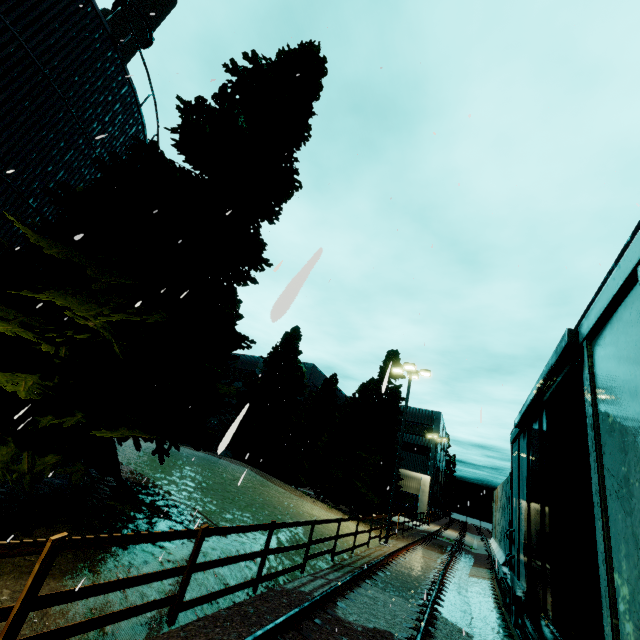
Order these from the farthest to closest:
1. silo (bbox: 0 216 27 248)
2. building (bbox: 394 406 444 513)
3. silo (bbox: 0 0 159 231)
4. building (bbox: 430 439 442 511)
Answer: building (bbox: 430 439 442 511)
building (bbox: 394 406 444 513)
silo (bbox: 0 216 27 248)
silo (bbox: 0 0 159 231)

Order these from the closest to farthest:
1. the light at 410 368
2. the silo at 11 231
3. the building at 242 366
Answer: the silo at 11 231 < the light at 410 368 < the building at 242 366

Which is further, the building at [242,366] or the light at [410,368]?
the building at [242,366]

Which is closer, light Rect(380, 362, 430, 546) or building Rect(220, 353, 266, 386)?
light Rect(380, 362, 430, 546)

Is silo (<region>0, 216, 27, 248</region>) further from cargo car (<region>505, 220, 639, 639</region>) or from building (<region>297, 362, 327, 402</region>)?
building (<region>297, 362, 327, 402</region>)

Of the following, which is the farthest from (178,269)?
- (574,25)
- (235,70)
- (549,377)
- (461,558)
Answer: (461,558)

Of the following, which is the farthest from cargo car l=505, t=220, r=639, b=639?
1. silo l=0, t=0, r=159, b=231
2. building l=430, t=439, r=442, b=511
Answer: building l=430, t=439, r=442, b=511

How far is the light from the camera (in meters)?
17.44
